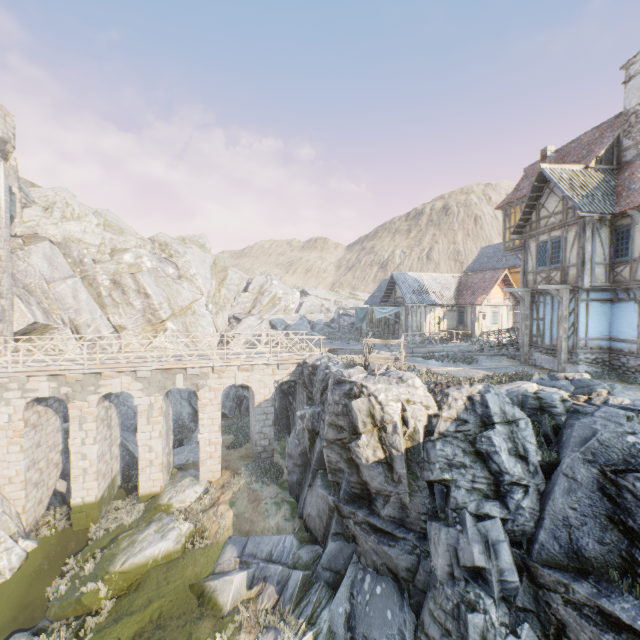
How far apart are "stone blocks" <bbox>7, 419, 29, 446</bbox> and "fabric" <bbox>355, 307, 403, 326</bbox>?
22.83m

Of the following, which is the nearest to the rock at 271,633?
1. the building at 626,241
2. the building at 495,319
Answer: the building at 495,319

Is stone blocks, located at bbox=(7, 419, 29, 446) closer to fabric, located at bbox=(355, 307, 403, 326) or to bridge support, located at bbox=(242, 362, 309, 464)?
bridge support, located at bbox=(242, 362, 309, 464)

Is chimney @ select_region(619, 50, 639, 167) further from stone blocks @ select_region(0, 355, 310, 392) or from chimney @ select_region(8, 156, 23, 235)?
chimney @ select_region(8, 156, 23, 235)

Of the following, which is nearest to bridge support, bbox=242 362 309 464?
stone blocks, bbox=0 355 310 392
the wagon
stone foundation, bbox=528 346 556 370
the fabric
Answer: stone blocks, bbox=0 355 310 392

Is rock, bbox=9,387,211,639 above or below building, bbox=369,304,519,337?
below

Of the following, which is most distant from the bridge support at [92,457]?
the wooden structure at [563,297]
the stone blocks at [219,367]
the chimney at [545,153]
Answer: the chimney at [545,153]

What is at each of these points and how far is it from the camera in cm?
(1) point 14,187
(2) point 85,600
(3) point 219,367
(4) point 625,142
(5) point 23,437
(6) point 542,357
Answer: (1) chimney, 2473
(2) rock, 1126
(3) stone blocks, 1755
(4) chimney, 1535
(5) stone blocks, 1525
(6) stone foundation, 1661
